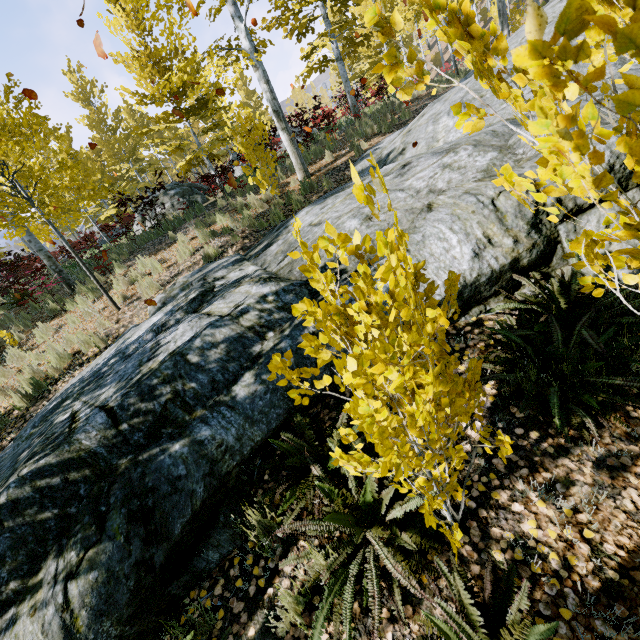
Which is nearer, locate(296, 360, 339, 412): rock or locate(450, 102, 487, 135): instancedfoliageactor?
locate(450, 102, 487, 135): instancedfoliageactor

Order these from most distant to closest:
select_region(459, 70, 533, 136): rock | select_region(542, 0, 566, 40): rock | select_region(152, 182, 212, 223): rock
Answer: select_region(152, 182, 212, 223): rock → select_region(542, 0, 566, 40): rock → select_region(459, 70, 533, 136): rock

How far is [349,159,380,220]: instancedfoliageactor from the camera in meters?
1.0

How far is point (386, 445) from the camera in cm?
135

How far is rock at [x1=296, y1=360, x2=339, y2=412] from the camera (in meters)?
3.10

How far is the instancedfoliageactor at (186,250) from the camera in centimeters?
808cm

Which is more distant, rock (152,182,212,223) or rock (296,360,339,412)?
rock (152,182,212,223)
